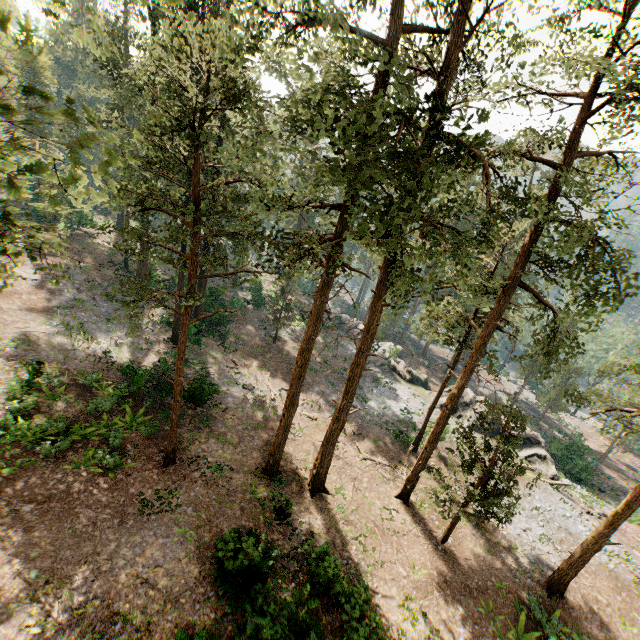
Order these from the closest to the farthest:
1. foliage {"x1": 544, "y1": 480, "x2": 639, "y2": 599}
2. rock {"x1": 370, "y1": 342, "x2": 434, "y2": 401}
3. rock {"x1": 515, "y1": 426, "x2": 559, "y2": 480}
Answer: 1. foliage {"x1": 544, "y1": 480, "x2": 639, "y2": 599}
2. rock {"x1": 515, "y1": 426, "x2": 559, "y2": 480}
3. rock {"x1": 370, "y1": 342, "x2": 434, "y2": 401}

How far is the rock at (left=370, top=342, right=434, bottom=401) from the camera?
37.1 meters

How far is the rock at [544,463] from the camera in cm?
2866

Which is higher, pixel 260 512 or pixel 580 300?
pixel 580 300

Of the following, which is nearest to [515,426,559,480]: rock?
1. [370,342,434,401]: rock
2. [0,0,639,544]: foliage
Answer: [370,342,434,401]: rock

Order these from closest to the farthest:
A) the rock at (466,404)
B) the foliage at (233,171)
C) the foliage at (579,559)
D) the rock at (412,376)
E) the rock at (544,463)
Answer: the foliage at (233,171) < the foliage at (579,559) < the rock at (544,463) < the rock at (466,404) < the rock at (412,376)

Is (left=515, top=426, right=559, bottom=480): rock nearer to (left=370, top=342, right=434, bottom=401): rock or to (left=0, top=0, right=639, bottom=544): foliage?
(left=370, top=342, right=434, bottom=401): rock
